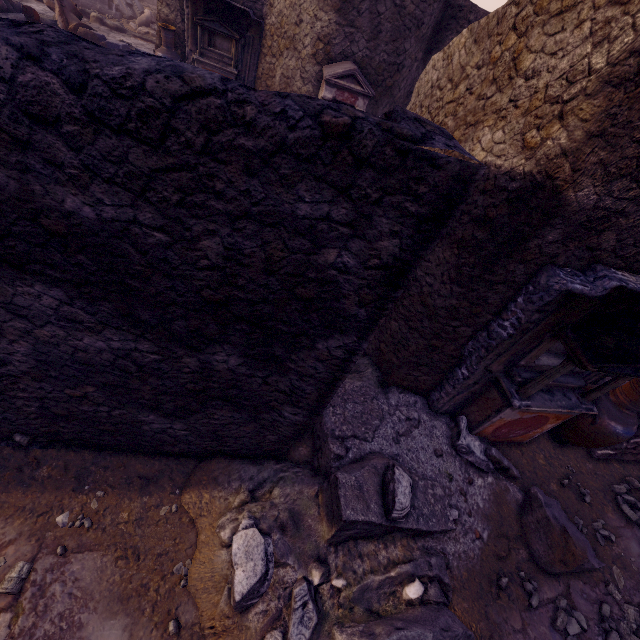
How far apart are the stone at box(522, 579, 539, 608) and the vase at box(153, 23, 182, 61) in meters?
11.8

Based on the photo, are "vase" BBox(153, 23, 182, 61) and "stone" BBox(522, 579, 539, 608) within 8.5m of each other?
no

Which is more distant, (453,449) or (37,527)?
(453,449)

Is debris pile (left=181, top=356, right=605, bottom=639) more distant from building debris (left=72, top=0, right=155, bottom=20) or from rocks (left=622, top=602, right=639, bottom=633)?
building debris (left=72, top=0, right=155, bottom=20)

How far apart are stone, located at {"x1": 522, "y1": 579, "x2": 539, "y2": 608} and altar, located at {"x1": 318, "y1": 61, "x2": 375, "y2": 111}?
8.40m

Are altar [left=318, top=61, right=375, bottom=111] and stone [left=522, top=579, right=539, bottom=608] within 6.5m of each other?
no

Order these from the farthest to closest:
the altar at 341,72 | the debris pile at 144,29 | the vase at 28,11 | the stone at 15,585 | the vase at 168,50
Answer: the debris pile at 144,29 < the vase at 28,11 < the vase at 168,50 < the altar at 341,72 < the stone at 15,585

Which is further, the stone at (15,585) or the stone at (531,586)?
the stone at (531,586)
